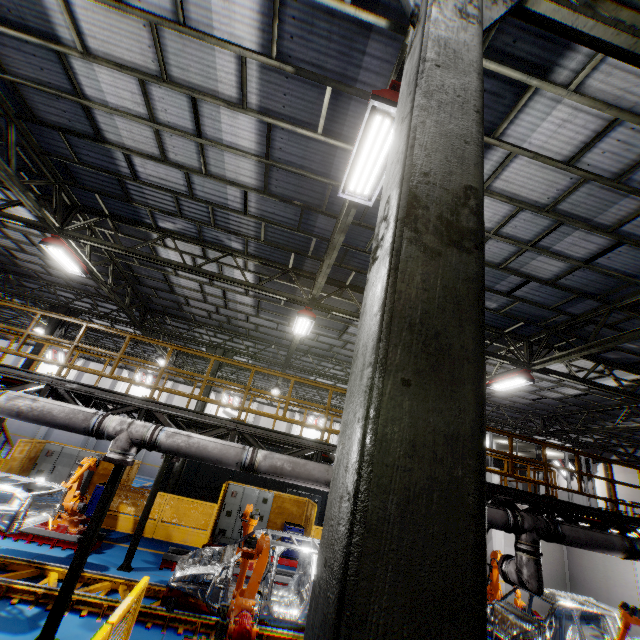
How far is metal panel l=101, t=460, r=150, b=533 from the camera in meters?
12.1

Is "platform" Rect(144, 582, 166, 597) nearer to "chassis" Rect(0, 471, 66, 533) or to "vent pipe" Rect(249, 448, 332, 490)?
"chassis" Rect(0, 471, 66, 533)

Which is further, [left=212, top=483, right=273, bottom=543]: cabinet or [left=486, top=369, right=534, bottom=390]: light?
[left=212, top=483, right=273, bottom=543]: cabinet

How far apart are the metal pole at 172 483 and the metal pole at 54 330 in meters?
6.2 m

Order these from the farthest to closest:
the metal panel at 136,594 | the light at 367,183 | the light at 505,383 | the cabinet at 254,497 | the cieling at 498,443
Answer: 1. the cieling at 498,443
2. the cabinet at 254,497
3. the light at 505,383
4. the light at 367,183
5. the metal panel at 136,594

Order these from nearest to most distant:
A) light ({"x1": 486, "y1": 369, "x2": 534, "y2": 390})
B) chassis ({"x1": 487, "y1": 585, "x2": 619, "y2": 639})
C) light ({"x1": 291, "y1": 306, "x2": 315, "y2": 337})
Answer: chassis ({"x1": 487, "y1": 585, "x2": 619, "y2": 639}) < light ({"x1": 291, "y1": 306, "x2": 315, "y2": 337}) < light ({"x1": 486, "y1": 369, "x2": 534, "y2": 390})

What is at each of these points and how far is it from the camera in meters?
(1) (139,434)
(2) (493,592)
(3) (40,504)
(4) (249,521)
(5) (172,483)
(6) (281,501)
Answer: (1) vent pipe, 6.3 m
(2) robot arm, 10.9 m
(3) chassis, 8.2 m
(4) robot arm, 9.6 m
(5) metal pole, 13.7 m
(6) metal panel, 15.2 m

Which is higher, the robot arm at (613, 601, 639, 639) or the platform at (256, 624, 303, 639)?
the robot arm at (613, 601, 639, 639)
